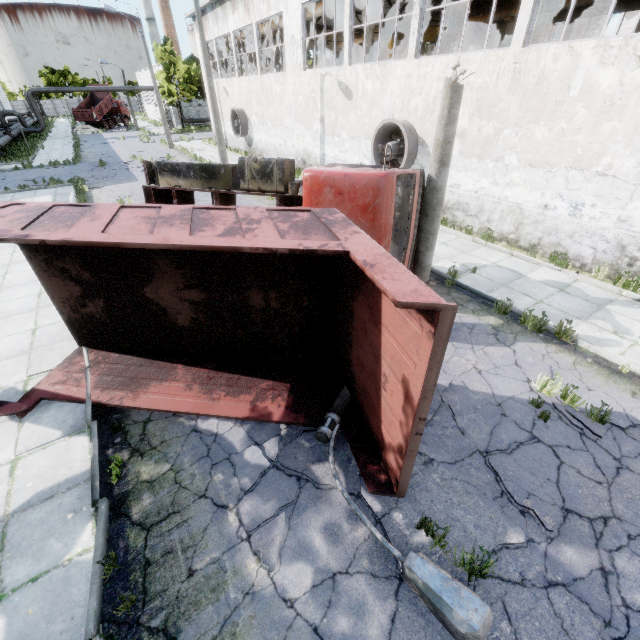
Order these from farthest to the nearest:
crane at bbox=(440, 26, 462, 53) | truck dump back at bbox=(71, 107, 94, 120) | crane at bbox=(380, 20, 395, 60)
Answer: truck dump back at bbox=(71, 107, 94, 120) → crane at bbox=(440, 26, 462, 53) → crane at bbox=(380, 20, 395, 60)

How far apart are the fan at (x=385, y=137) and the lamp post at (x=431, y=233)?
5.80m

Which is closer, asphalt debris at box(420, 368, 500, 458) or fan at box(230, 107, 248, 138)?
asphalt debris at box(420, 368, 500, 458)

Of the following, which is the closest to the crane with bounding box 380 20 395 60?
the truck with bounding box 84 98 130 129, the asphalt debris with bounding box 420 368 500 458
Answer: the asphalt debris with bounding box 420 368 500 458

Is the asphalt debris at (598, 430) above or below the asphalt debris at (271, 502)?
above

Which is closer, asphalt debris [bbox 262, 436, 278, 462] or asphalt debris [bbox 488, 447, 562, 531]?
asphalt debris [bbox 488, 447, 562, 531]

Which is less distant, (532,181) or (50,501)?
(50,501)

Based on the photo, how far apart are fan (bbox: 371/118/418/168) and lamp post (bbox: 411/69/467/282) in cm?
580
